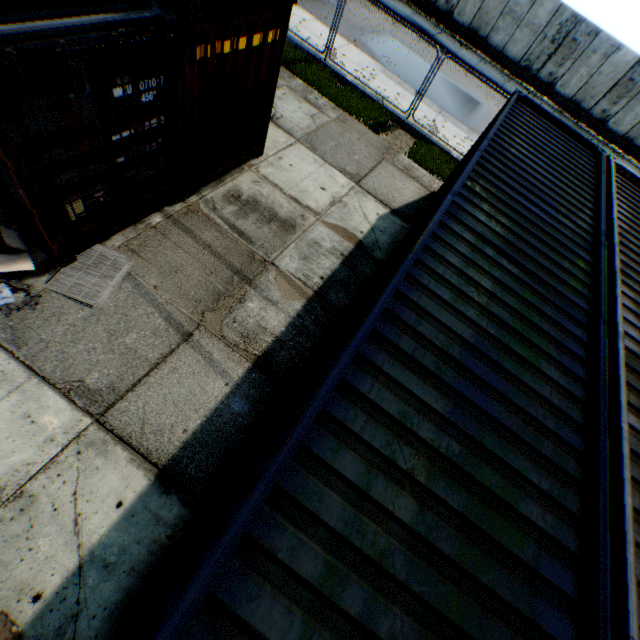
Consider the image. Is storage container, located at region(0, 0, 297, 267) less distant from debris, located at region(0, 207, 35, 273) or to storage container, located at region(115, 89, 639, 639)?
debris, located at region(0, 207, 35, 273)

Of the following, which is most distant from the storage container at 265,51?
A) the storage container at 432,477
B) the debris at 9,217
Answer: the storage container at 432,477

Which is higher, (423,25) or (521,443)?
(521,443)

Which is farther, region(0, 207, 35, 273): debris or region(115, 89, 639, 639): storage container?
region(0, 207, 35, 273): debris

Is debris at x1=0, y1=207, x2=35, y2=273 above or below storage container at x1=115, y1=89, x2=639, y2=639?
below

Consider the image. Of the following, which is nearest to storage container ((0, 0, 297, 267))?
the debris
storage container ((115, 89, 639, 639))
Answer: the debris

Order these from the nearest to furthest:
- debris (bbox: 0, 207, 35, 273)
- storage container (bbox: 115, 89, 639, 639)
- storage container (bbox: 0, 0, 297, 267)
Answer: storage container (bbox: 115, 89, 639, 639), storage container (bbox: 0, 0, 297, 267), debris (bbox: 0, 207, 35, 273)
